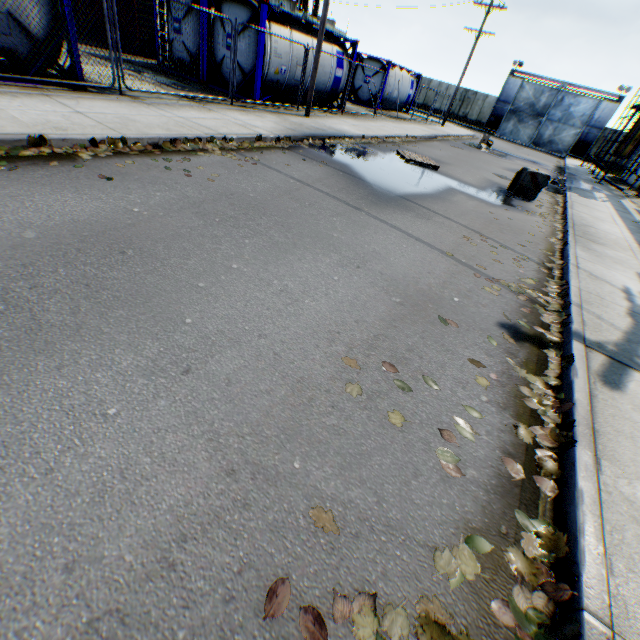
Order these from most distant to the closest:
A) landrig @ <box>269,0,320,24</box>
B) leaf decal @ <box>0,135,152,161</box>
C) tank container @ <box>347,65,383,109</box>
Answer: landrig @ <box>269,0,320,24</box>
tank container @ <box>347,65,383,109</box>
leaf decal @ <box>0,135,152,161</box>

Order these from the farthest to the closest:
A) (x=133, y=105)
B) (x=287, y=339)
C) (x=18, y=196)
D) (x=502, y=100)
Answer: (x=502, y=100) → (x=133, y=105) → (x=18, y=196) → (x=287, y=339)

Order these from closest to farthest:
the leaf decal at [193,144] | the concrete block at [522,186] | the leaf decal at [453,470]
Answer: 1. the leaf decal at [453,470]
2. the leaf decal at [193,144]
3. the concrete block at [522,186]

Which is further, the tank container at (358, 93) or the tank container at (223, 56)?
the tank container at (358, 93)

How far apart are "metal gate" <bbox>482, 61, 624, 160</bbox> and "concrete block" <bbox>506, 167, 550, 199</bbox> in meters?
35.4 m

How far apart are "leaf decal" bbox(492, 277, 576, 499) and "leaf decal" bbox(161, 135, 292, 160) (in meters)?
5.28

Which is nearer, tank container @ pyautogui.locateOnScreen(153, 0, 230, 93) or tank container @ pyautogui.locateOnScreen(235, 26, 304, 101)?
tank container @ pyautogui.locateOnScreen(235, 26, 304, 101)
